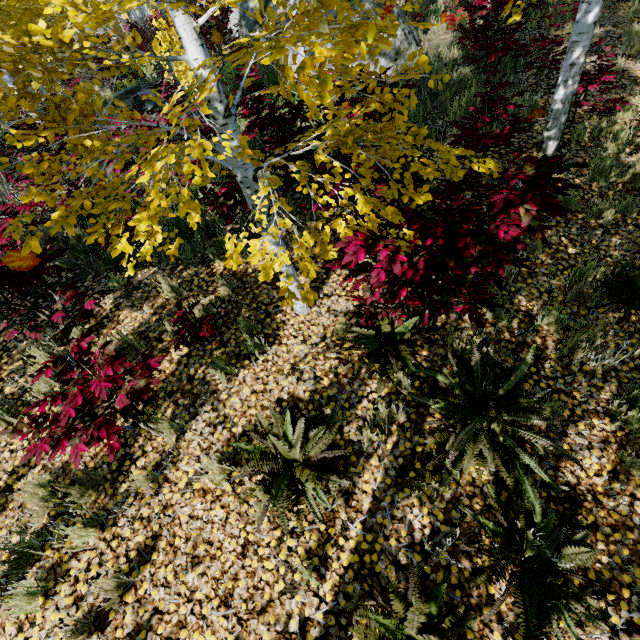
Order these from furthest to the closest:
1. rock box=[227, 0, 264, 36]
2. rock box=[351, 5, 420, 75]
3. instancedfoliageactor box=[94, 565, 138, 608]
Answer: rock box=[227, 0, 264, 36] < rock box=[351, 5, 420, 75] < instancedfoliageactor box=[94, 565, 138, 608]

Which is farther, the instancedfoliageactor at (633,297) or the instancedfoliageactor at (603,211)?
the instancedfoliageactor at (603,211)

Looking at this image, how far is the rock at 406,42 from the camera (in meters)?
8.04

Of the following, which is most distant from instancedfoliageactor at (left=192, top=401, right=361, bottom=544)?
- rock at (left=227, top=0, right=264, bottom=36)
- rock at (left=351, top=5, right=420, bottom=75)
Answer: rock at (left=227, top=0, right=264, bottom=36)

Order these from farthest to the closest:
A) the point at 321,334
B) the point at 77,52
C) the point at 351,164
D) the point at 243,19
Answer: the point at 243,19, the point at 321,334, the point at 351,164, the point at 77,52

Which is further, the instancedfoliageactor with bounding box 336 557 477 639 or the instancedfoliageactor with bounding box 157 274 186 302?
the instancedfoliageactor with bounding box 157 274 186 302
